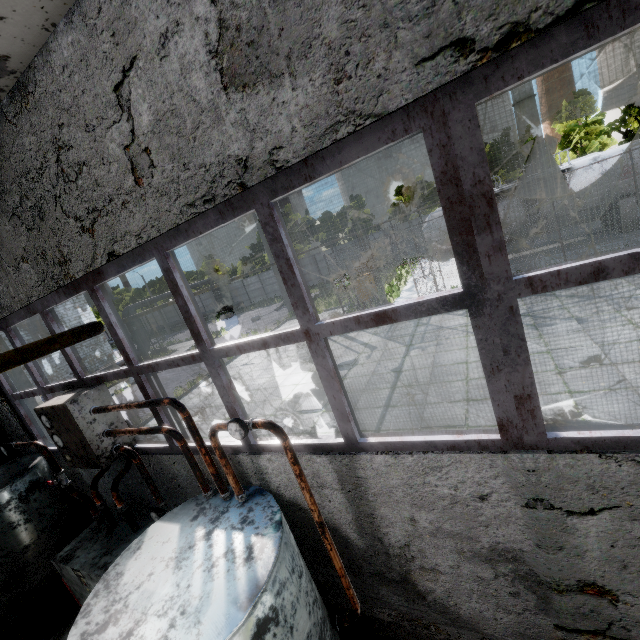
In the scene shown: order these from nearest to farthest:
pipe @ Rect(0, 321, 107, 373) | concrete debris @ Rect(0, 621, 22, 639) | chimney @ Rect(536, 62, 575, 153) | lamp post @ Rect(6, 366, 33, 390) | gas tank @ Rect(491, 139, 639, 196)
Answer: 1. pipe @ Rect(0, 321, 107, 373)
2. concrete debris @ Rect(0, 621, 22, 639)
3. lamp post @ Rect(6, 366, 33, 390)
4. gas tank @ Rect(491, 139, 639, 196)
5. chimney @ Rect(536, 62, 575, 153)

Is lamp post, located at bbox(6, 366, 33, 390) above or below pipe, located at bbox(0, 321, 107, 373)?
below

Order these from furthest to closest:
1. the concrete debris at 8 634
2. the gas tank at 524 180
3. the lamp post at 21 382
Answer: the gas tank at 524 180, the lamp post at 21 382, the concrete debris at 8 634

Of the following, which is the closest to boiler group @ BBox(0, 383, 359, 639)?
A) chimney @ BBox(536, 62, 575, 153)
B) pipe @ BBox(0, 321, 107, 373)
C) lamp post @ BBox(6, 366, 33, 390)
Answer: lamp post @ BBox(6, 366, 33, 390)

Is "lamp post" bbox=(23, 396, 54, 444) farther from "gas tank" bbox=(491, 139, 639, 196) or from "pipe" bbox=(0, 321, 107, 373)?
"gas tank" bbox=(491, 139, 639, 196)

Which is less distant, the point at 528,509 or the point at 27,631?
the point at 528,509

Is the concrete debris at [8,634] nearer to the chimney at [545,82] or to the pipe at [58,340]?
the pipe at [58,340]
